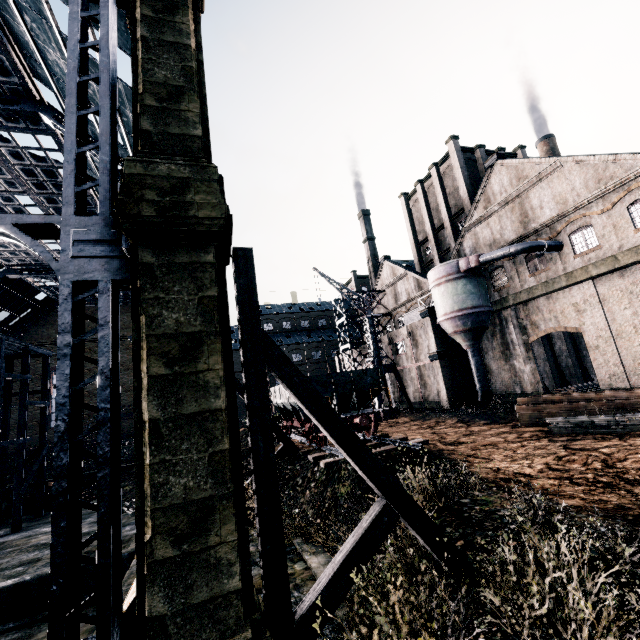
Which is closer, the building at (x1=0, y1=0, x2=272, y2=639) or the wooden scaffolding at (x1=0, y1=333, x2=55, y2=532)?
the building at (x1=0, y1=0, x2=272, y2=639)

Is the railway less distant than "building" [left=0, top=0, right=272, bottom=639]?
No

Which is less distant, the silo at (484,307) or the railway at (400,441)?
the railway at (400,441)

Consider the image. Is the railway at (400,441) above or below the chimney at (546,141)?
below

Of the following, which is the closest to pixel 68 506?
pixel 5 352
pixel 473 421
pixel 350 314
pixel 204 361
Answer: pixel 204 361

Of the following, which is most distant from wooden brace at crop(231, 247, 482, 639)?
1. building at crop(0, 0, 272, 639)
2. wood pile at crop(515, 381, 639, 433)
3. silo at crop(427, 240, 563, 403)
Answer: silo at crop(427, 240, 563, 403)

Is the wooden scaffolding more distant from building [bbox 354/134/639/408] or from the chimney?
the chimney

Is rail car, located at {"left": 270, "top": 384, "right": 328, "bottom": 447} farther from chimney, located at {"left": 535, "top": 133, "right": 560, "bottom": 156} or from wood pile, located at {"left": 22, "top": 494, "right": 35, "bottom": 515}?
chimney, located at {"left": 535, "top": 133, "right": 560, "bottom": 156}
